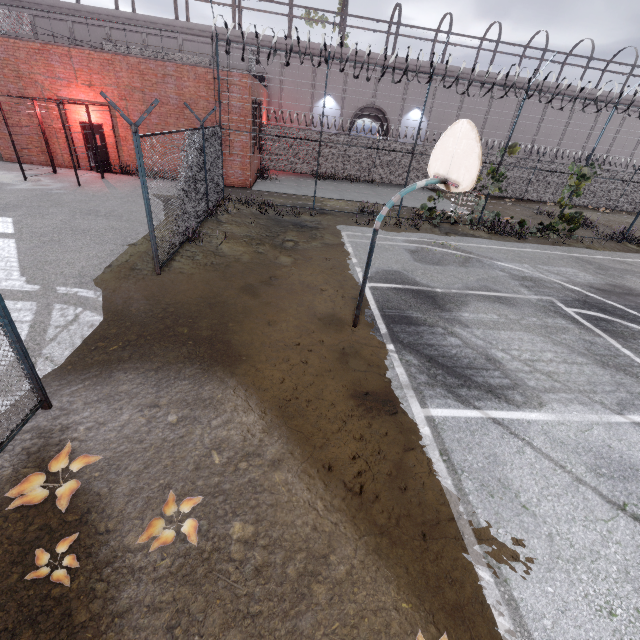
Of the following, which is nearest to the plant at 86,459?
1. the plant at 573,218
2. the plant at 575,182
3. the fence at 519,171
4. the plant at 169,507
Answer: the fence at 519,171

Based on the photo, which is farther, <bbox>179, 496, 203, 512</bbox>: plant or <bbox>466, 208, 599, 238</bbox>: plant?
<bbox>466, 208, 599, 238</bbox>: plant

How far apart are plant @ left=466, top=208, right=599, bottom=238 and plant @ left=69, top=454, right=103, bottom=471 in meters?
17.2 m

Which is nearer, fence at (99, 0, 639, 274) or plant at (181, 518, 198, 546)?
plant at (181, 518, 198, 546)

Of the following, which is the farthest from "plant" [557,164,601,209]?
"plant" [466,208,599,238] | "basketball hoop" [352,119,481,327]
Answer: "basketball hoop" [352,119,481,327]

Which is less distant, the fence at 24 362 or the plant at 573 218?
the fence at 24 362

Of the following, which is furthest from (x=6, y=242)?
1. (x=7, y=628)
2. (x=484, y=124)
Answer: (x=484, y=124)

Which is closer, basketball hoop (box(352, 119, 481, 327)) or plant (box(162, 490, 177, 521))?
plant (box(162, 490, 177, 521))
